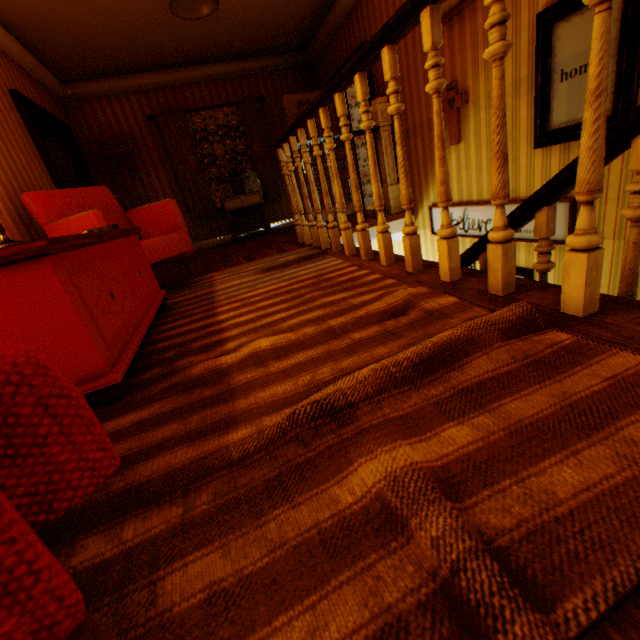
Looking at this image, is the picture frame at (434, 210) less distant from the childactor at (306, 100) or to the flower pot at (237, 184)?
the childactor at (306, 100)

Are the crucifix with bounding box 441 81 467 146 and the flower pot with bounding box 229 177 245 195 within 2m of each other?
no

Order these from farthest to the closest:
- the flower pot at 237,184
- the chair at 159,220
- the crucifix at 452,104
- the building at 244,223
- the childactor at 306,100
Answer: the building at 244,223 → the flower pot at 237,184 → the childactor at 306,100 → the crucifix at 452,104 → the chair at 159,220

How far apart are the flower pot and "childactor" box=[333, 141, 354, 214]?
1.1 meters

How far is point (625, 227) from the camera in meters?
2.5

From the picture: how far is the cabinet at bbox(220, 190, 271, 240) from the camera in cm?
632

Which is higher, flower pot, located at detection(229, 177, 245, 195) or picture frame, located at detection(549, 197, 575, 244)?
flower pot, located at detection(229, 177, 245, 195)

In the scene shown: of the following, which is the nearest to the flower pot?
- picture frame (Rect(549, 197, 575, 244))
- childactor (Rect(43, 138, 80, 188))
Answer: childactor (Rect(43, 138, 80, 188))
